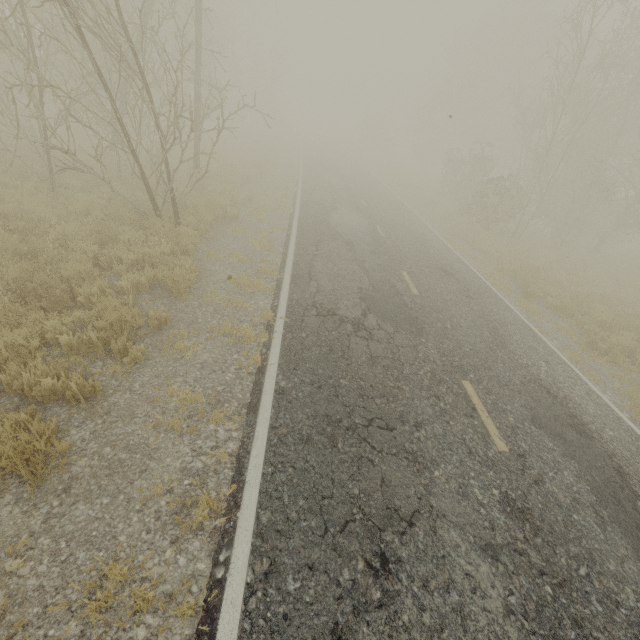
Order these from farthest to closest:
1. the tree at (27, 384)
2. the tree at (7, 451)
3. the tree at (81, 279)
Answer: the tree at (81, 279) → the tree at (27, 384) → the tree at (7, 451)

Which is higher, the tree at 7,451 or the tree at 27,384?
the tree at 7,451

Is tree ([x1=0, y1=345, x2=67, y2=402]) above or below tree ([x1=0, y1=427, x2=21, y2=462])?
below

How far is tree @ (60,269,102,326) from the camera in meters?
5.3

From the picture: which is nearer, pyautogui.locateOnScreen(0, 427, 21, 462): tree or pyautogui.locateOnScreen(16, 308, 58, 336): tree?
pyautogui.locateOnScreen(0, 427, 21, 462): tree

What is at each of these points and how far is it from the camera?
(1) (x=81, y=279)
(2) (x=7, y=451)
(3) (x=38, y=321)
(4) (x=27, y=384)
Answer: (1) tree, 6.09m
(2) tree, 2.91m
(3) tree, 4.72m
(4) tree, 3.97m
